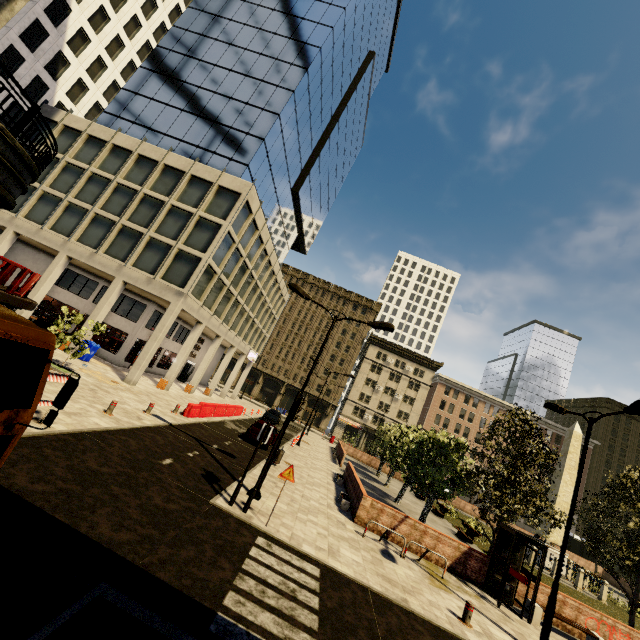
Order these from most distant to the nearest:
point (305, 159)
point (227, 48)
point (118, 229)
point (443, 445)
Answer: point (305, 159) → point (227, 48) → point (118, 229) → point (443, 445)

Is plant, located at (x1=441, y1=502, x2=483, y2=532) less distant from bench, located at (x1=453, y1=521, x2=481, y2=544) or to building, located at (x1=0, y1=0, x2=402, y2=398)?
bench, located at (x1=453, y1=521, x2=481, y2=544)

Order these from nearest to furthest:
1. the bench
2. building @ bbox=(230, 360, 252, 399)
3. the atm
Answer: the bench → the atm → building @ bbox=(230, 360, 252, 399)

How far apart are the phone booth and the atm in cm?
3810

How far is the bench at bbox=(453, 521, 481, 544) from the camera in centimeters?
2125cm

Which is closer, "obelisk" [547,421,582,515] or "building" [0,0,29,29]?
"building" [0,0,29,29]

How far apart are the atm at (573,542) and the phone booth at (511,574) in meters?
38.1

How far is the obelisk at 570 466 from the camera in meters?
26.3 m
